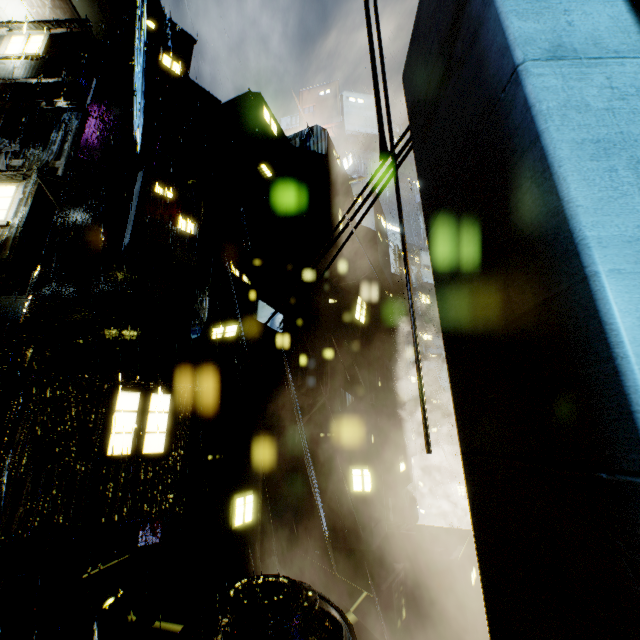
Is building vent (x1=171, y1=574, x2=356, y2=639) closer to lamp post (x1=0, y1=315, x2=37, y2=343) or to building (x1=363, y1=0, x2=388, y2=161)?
building (x1=363, y1=0, x2=388, y2=161)

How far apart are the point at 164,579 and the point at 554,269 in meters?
14.5 m

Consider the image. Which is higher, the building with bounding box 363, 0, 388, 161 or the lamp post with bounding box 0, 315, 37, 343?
the building with bounding box 363, 0, 388, 161

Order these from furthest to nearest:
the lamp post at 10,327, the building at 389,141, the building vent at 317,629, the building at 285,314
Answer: the building at 285,314 → the lamp post at 10,327 → the building vent at 317,629 → the building at 389,141

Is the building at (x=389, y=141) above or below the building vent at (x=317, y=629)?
above

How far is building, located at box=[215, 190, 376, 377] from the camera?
13.5 meters

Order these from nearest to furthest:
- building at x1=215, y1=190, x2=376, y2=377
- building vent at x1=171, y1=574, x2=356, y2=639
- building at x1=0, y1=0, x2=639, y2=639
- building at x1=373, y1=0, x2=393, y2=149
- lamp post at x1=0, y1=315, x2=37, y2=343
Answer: building at x1=0, y1=0, x2=639, y2=639 < building at x1=373, y1=0, x2=393, y2=149 < building vent at x1=171, y1=574, x2=356, y2=639 < lamp post at x1=0, y1=315, x2=37, y2=343 < building at x1=215, y1=190, x2=376, y2=377
